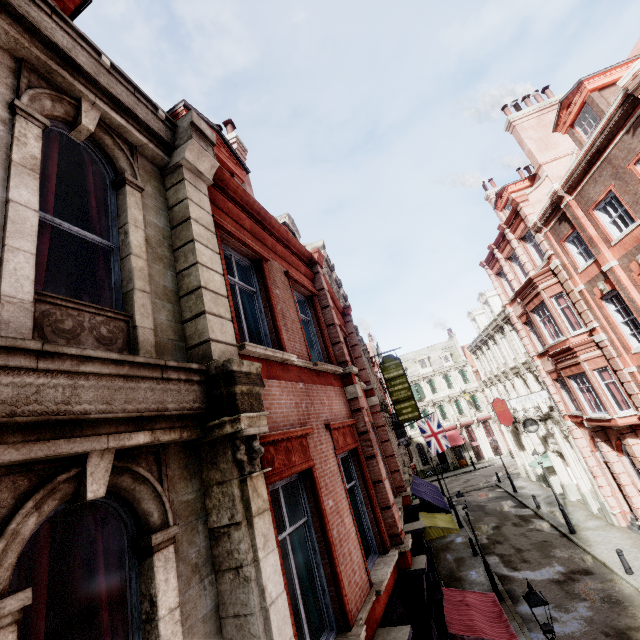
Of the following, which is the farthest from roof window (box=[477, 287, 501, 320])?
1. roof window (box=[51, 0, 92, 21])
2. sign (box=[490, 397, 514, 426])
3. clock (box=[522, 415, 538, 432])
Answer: roof window (box=[51, 0, 92, 21])

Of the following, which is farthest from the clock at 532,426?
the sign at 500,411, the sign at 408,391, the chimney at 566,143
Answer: the chimney at 566,143

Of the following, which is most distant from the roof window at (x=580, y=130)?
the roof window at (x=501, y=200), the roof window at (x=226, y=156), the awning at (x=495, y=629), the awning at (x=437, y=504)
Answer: the awning at (x=437, y=504)

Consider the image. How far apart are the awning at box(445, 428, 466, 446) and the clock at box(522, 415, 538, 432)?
23.75m

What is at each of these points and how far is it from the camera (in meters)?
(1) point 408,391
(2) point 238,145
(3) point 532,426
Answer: (1) sign, 20.78
(2) chimney, 11.80
(3) clock, 22.98

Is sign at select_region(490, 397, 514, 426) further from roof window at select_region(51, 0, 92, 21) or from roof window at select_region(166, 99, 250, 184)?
roof window at select_region(51, 0, 92, 21)

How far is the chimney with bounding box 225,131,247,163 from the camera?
11.6 meters

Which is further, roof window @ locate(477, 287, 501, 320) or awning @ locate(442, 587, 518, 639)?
roof window @ locate(477, 287, 501, 320)
